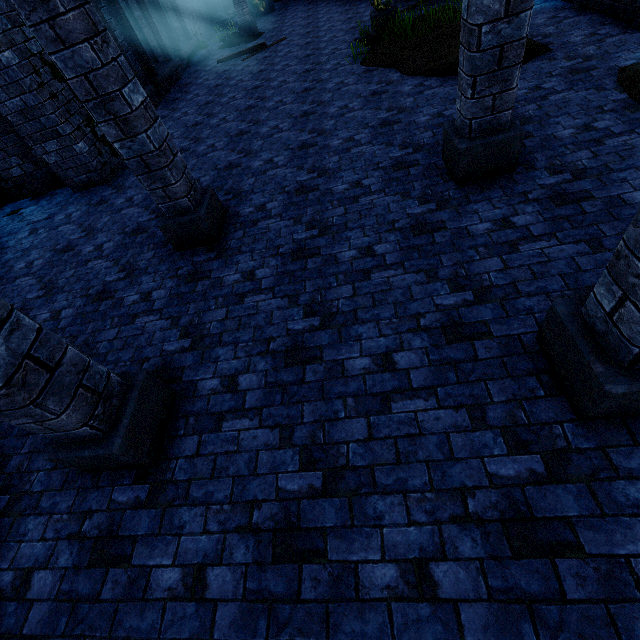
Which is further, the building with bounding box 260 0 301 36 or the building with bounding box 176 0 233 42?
the building with bounding box 176 0 233 42

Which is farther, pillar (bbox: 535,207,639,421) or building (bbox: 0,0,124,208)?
building (bbox: 0,0,124,208)

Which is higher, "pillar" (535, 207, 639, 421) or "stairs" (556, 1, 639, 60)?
"pillar" (535, 207, 639, 421)

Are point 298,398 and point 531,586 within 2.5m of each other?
yes

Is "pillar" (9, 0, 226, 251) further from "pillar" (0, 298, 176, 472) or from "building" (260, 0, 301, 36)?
"pillar" (0, 298, 176, 472)

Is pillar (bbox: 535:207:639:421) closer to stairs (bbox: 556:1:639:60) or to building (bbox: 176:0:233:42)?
building (bbox: 176:0:233:42)

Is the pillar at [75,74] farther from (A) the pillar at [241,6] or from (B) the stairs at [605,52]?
(A) the pillar at [241,6]

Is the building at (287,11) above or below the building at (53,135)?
below
